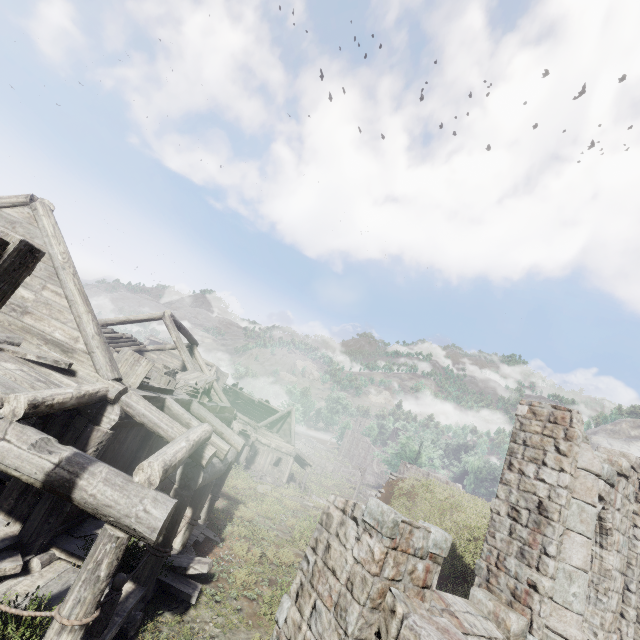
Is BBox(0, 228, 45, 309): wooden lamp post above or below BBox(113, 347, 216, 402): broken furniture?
above

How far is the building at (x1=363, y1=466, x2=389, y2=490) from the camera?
54.75m

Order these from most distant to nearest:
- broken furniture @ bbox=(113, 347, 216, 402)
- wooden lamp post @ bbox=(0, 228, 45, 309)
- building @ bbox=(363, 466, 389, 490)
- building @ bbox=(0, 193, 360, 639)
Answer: building @ bbox=(363, 466, 389, 490), broken furniture @ bbox=(113, 347, 216, 402), building @ bbox=(0, 193, 360, 639), wooden lamp post @ bbox=(0, 228, 45, 309)

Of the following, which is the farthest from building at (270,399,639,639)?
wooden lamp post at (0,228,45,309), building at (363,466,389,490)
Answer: building at (363,466,389,490)

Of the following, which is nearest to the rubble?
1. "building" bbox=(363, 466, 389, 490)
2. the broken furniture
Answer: the broken furniture

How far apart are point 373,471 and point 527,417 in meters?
57.6

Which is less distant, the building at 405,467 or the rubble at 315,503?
the rubble at 315,503

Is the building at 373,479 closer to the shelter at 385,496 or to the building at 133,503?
the building at 133,503
